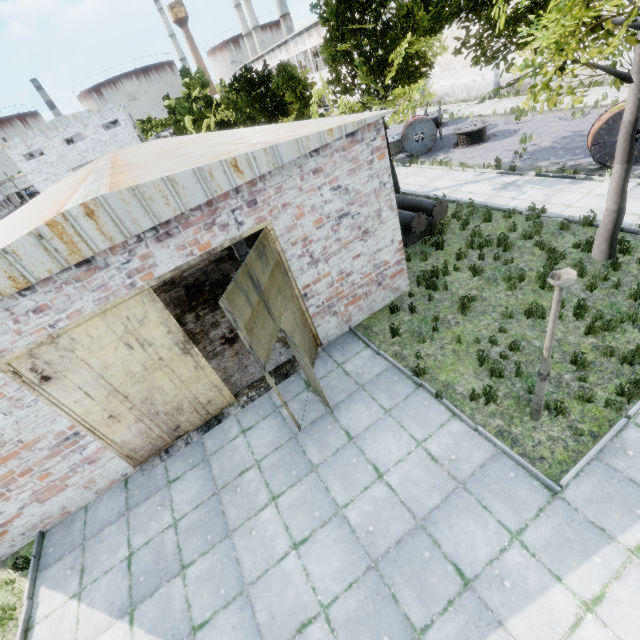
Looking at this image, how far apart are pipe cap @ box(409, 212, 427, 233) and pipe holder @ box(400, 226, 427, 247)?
0.45m

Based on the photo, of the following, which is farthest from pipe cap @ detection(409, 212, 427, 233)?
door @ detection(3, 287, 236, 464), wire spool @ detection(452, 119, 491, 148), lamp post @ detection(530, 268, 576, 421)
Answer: wire spool @ detection(452, 119, 491, 148)

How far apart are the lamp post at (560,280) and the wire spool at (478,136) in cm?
1779

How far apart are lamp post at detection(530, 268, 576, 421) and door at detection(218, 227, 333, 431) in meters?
3.9 m

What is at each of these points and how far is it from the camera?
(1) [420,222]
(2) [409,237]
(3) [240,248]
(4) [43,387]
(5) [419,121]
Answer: (1) pipe cap, 11.39m
(2) pipe holder, 12.12m
(3) column beam, 13.16m
(4) door, 6.25m
(5) wire spool, 19.19m

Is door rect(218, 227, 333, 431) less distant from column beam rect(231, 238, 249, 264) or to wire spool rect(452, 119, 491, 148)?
column beam rect(231, 238, 249, 264)

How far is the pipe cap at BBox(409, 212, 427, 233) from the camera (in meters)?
11.20

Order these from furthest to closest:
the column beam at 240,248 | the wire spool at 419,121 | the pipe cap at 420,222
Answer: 1. the wire spool at 419,121
2. the column beam at 240,248
3. the pipe cap at 420,222
